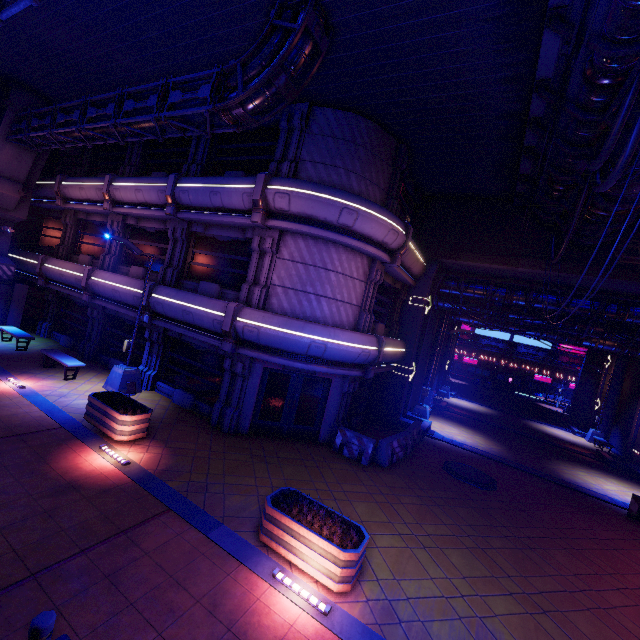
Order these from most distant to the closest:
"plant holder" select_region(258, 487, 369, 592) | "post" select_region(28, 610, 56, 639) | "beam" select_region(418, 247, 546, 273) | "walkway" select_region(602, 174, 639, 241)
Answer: "beam" select_region(418, 247, 546, 273) → "walkway" select_region(602, 174, 639, 241) → "plant holder" select_region(258, 487, 369, 592) → "post" select_region(28, 610, 56, 639)

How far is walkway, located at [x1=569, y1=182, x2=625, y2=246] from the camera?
9.7 meters

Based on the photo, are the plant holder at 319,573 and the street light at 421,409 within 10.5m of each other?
no

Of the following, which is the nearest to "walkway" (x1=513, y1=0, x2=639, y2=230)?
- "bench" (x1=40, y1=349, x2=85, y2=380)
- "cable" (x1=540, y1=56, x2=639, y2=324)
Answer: "cable" (x1=540, y1=56, x2=639, y2=324)

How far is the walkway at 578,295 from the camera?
16.1m

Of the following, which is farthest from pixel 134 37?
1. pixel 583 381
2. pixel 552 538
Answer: pixel 583 381

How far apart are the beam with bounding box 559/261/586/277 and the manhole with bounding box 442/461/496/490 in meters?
9.2 m

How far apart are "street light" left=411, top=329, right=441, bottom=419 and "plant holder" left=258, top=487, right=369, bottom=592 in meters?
13.4 m
